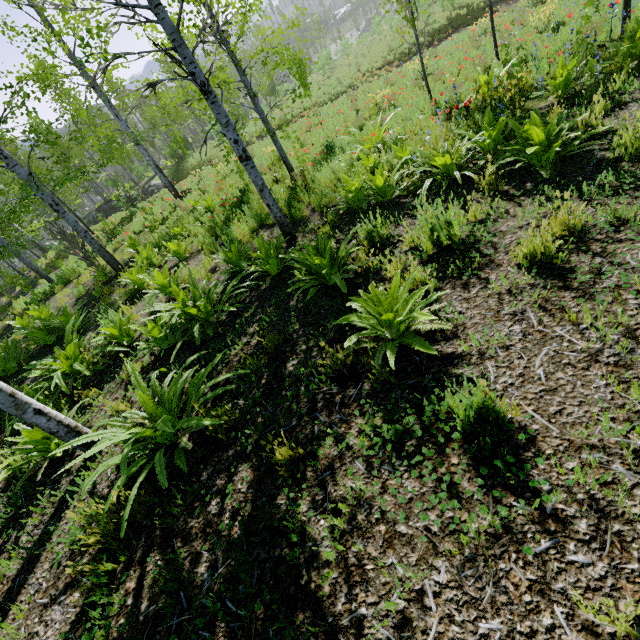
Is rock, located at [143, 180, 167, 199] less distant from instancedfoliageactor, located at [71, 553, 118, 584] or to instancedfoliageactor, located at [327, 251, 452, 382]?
instancedfoliageactor, located at [71, 553, 118, 584]

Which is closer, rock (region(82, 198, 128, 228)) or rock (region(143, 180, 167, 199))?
rock (region(143, 180, 167, 199))

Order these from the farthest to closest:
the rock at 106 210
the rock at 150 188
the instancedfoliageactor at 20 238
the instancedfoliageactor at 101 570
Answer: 1. the rock at 106 210
2. the rock at 150 188
3. the instancedfoliageactor at 20 238
4. the instancedfoliageactor at 101 570

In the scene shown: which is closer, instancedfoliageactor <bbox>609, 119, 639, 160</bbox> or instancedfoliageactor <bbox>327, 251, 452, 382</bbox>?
instancedfoliageactor <bbox>327, 251, 452, 382</bbox>

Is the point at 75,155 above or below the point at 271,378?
above

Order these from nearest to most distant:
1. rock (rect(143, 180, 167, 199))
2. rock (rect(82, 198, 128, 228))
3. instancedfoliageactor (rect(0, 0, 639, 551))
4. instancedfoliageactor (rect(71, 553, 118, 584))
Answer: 1. instancedfoliageactor (rect(71, 553, 118, 584))
2. instancedfoliageactor (rect(0, 0, 639, 551))
3. rock (rect(143, 180, 167, 199))
4. rock (rect(82, 198, 128, 228))

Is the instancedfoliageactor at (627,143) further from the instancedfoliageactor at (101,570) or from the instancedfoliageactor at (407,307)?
the instancedfoliageactor at (101,570)

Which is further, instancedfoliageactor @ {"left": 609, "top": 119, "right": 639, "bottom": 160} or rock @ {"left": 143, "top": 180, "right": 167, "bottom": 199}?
rock @ {"left": 143, "top": 180, "right": 167, "bottom": 199}
